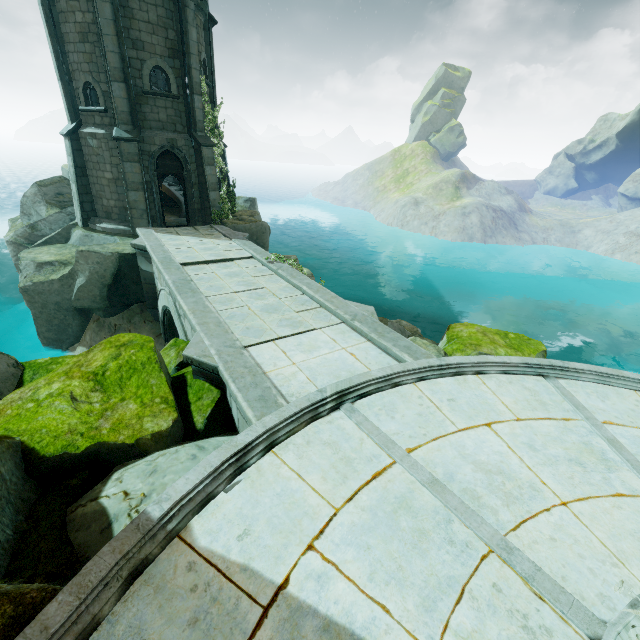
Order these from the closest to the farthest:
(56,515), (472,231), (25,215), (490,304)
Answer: (56,515) → (25,215) → (490,304) → (472,231)

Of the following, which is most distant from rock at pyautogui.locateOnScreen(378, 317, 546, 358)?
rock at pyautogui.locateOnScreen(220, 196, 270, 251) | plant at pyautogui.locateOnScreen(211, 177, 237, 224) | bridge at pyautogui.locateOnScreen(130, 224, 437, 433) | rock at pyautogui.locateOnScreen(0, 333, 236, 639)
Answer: plant at pyautogui.locateOnScreen(211, 177, 237, 224)

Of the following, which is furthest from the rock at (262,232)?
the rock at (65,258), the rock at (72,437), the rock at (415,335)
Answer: the rock at (72,437)

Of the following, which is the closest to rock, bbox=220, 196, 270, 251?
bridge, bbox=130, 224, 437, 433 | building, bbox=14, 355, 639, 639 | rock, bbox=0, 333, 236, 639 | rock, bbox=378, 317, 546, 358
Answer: bridge, bbox=130, 224, 437, 433

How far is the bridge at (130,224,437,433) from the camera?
5.91m

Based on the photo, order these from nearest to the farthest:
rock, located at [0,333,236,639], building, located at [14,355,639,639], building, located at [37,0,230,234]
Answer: building, located at [14,355,639,639] < rock, located at [0,333,236,639] < building, located at [37,0,230,234]

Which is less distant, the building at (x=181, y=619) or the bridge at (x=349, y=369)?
the building at (x=181, y=619)

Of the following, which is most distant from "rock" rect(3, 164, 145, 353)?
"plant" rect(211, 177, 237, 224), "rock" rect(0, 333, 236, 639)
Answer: "rock" rect(0, 333, 236, 639)
